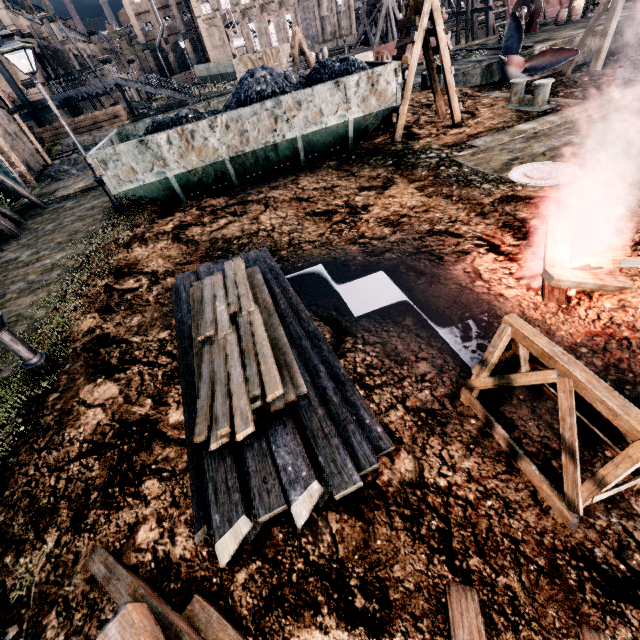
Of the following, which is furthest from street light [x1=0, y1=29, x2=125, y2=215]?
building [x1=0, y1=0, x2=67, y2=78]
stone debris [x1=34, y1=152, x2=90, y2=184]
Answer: stone debris [x1=34, y1=152, x2=90, y2=184]

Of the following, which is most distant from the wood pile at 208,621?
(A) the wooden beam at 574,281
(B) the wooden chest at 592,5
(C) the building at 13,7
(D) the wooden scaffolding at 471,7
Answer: (B) the wooden chest at 592,5

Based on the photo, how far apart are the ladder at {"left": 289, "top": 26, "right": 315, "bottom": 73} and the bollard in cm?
1737

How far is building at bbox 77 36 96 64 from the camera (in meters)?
54.49

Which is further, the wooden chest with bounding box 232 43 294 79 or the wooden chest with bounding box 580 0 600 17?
the wooden chest with bounding box 580 0 600 17

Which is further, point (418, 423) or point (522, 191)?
point (522, 191)

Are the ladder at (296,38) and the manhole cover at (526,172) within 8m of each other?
no

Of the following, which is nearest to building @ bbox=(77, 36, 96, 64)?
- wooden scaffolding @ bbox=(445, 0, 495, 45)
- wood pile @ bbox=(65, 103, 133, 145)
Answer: wood pile @ bbox=(65, 103, 133, 145)
